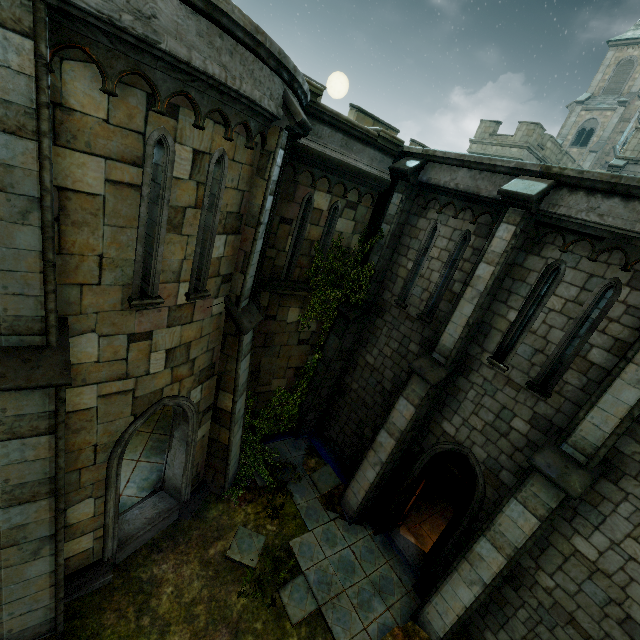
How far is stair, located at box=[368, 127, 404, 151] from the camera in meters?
8.5

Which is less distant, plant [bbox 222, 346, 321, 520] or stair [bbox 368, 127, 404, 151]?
stair [bbox 368, 127, 404, 151]

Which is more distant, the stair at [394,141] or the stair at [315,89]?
the stair at [394,141]

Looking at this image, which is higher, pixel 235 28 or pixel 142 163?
pixel 235 28

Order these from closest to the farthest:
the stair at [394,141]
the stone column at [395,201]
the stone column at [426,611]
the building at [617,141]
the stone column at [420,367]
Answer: the stone column at [426,611] < the stone column at [420,367] < the stair at [394,141] < the stone column at [395,201] < the building at [617,141]

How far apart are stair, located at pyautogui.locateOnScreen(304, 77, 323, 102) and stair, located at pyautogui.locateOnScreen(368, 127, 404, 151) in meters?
2.0

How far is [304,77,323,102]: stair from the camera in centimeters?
689cm

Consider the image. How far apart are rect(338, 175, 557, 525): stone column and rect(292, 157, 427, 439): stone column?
2.50m
